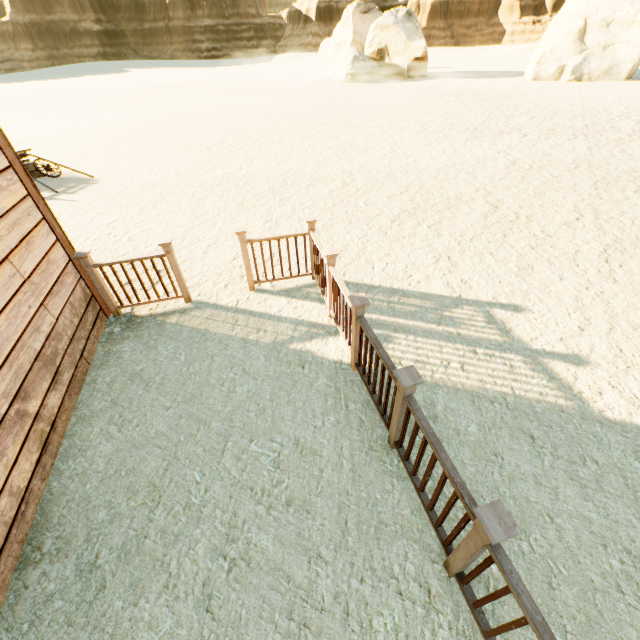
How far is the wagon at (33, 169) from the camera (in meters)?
9.67

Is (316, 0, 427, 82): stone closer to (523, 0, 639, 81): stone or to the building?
(523, 0, 639, 81): stone

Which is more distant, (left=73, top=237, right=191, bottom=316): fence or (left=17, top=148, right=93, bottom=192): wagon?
(left=17, top=148, right=93, bottom=192): wagon

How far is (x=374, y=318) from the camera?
4.5m

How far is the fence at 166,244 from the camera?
4.22m

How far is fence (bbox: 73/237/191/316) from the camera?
4.2 meters

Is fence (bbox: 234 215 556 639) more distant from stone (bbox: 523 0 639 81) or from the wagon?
stone (bbox: 523 0 639 81)

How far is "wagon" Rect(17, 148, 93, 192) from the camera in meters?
9.7
